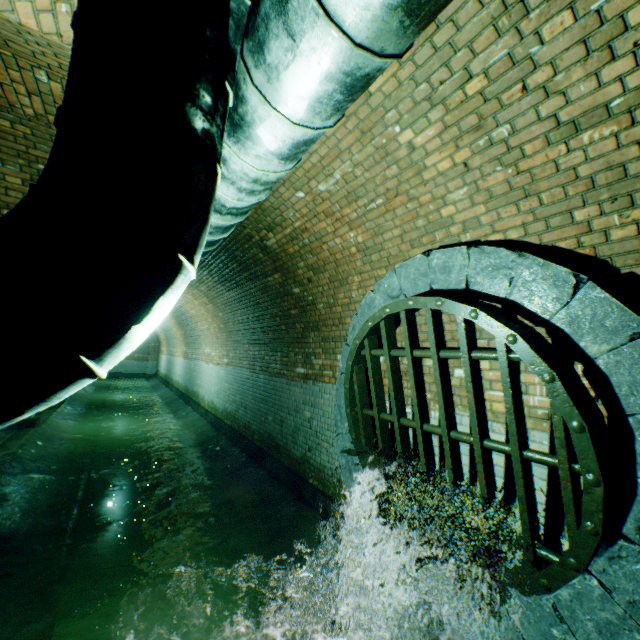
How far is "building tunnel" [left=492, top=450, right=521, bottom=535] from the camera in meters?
2.7 m

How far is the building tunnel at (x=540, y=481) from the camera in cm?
238

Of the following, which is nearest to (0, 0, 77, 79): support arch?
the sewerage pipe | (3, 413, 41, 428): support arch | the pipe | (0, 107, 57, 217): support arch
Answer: the pipe

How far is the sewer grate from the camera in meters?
2.0 m

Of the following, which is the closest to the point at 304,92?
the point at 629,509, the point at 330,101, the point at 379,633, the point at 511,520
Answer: the point at 330,101

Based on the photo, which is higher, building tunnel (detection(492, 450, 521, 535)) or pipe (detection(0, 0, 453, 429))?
pipe (detection(0, 0, 453, 429))

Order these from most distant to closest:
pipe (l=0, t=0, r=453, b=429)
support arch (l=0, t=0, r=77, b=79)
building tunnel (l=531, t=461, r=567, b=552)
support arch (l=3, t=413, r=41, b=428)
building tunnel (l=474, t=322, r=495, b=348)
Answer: support arch (l=3, t=413, r=41, b=428) < building tunnel (l=474, t=322, r=495, b=348) < building tunnel (l=531, t=461, r=567, b=552) < support arch (l=0, t=0, r=77, b=79) < pipe (l=0, t=0, r=453, b=429)
